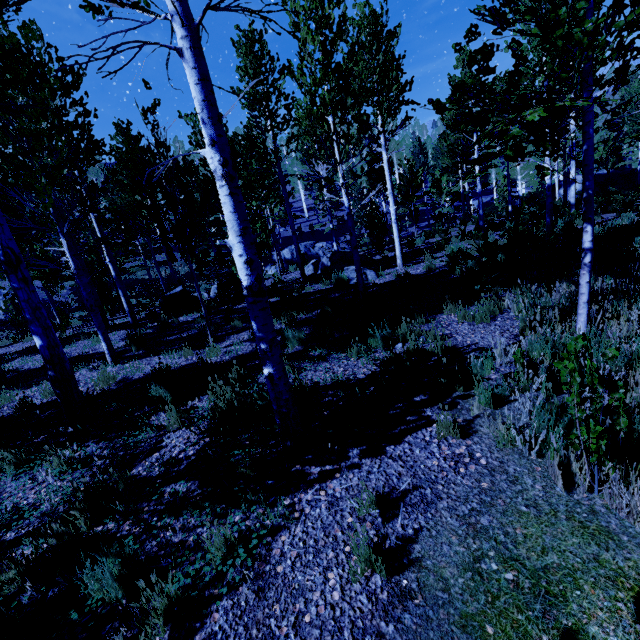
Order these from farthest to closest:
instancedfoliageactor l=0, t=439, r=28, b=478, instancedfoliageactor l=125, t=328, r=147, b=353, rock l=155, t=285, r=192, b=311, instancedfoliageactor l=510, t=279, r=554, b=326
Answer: rock l=155, t=285, r=192, b=311 → instancedfoliageactor l=125, t=328, r=147, b=353 → instancedfoliageactor l=510, t=279, r=554, b=326 → instancedfoliageactor l=0, t=439, r=28, b=478

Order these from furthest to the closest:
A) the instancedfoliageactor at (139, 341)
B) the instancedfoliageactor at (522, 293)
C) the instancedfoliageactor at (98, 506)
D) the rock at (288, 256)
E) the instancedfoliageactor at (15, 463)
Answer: the rock at (288, 256), the instancedfoliageactor at (139, 341), the instancedfoliageactor at (522, 293), the instancedfoliageactor at (15, 463), the instancedfoliageactor at (98, 506)

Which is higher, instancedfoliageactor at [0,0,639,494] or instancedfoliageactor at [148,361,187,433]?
instancedfoliageactor at [0,0,639,494]

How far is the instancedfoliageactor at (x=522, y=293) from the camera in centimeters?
506cm

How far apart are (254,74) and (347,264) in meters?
7.5 m

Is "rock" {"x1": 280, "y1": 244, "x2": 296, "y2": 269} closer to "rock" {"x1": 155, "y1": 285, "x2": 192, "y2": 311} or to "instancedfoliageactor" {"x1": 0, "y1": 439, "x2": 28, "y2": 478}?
"instancedfoliageactor" {"x1": 0, "y1": 439, "x2": 28, "y2": 478}

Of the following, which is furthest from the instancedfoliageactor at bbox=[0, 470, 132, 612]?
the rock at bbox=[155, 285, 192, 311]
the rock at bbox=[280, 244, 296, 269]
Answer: the rock at bbox=[280, 244, 296, 269]
